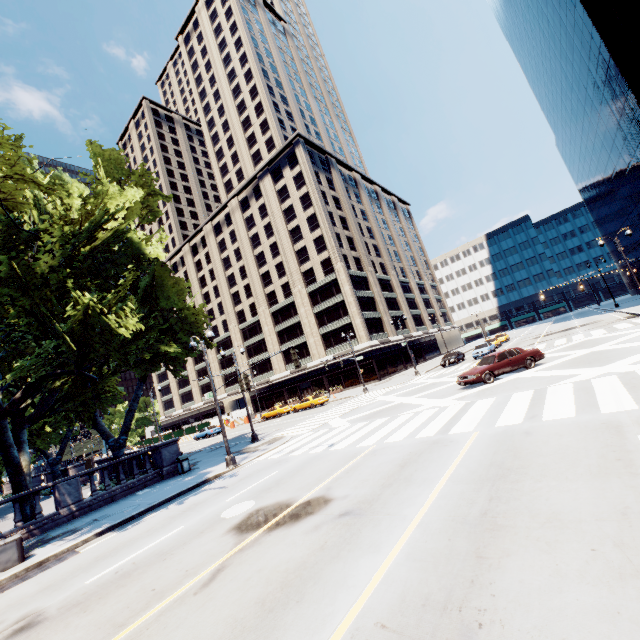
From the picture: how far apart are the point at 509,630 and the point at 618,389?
9.90m

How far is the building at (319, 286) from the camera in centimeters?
5103cm

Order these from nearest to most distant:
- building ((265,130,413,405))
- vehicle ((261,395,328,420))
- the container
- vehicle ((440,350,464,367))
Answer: the container → vehicle ((440,350,464,367)) → vehicle ((261,395,328,420)) → building ((265,130,413,405))

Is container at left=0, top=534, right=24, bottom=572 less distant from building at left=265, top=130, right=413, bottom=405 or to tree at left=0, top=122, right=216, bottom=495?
tree at left=0, top=122, right=216, bottom=495

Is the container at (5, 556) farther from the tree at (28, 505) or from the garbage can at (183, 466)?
the garbage can at (183, 466)

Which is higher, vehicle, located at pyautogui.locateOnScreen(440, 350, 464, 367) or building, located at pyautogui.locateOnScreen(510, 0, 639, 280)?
building, located at pyautogui.locateOnScreen(510, 0, 639, 280)

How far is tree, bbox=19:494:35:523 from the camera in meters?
15.2

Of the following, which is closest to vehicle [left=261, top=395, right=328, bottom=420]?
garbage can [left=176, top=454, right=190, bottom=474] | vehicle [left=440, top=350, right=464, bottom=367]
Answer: vehicle [left=440, top=350, right=464, bottom=367]
